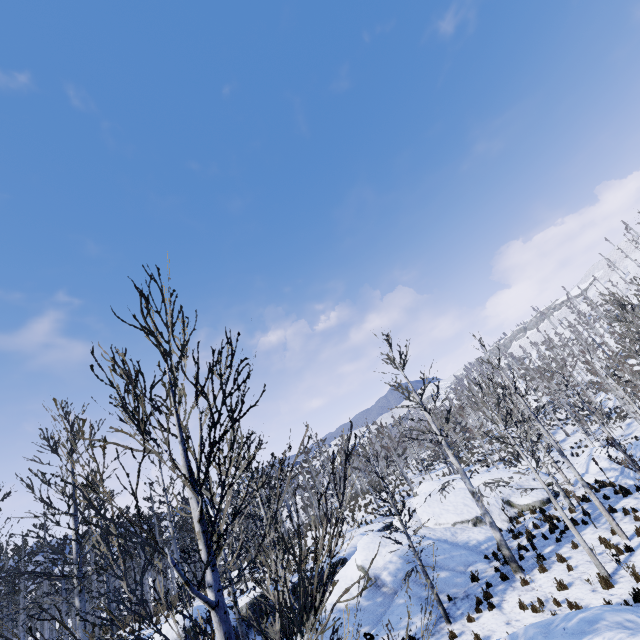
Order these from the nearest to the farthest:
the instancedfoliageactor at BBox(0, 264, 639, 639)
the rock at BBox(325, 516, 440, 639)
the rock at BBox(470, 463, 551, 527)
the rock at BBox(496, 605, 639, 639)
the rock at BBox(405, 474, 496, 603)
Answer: the instancedfoliageactor at BBox(0, 264, 639, 639) → the rock at BBox(496, 605, 639, 639) → the rock at BBox(325, 516, 440, 639) → the rock at BBox(405, 474, 496, 603) → the rock at BBox(470, 463, 551, 527)

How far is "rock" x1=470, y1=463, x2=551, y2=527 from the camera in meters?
19.3 m

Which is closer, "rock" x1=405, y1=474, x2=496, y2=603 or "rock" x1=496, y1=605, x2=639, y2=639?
"rock" x1=496, y1=605, x2=639, y2=639

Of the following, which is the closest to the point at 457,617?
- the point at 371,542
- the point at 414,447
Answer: the point at 371,542

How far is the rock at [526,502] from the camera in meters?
19.3 m

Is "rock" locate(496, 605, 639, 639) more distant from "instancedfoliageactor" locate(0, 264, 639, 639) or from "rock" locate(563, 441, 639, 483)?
"rock" locate(563, 441, 639, 483)

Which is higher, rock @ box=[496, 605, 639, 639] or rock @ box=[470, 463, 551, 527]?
rock @ box=[496, 605, 639, 639]
